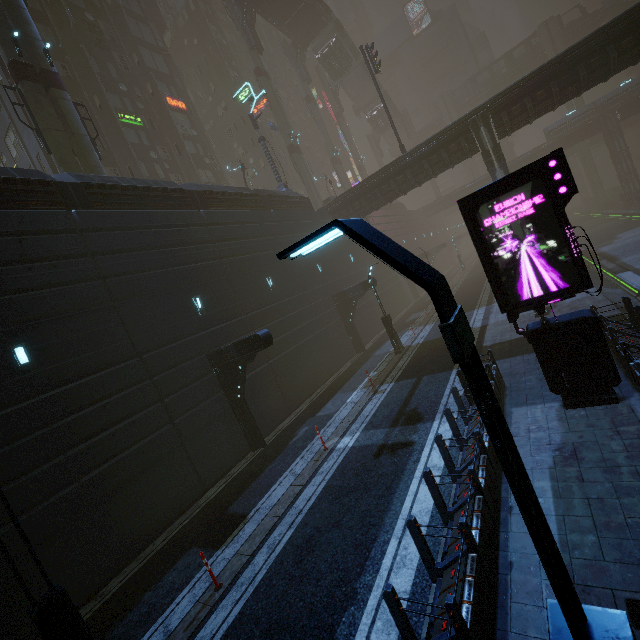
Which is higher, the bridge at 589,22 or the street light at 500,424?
the bridge at 589,22

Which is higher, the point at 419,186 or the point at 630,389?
the point at 419,186

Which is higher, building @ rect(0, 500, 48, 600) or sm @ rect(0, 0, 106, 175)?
Answer: sm @ rect(0, 0, 106, 175)

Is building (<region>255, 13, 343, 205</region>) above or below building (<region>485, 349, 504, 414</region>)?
above

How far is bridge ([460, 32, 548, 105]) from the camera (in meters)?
53.34

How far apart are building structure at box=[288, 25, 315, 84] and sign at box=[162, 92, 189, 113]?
19.2 meters

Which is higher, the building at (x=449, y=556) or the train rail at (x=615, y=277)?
the building at (x=449, y=556)

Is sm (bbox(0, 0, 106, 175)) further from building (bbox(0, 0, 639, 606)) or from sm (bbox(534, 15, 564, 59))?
sm (bbox(534, 15, 564, 59))
